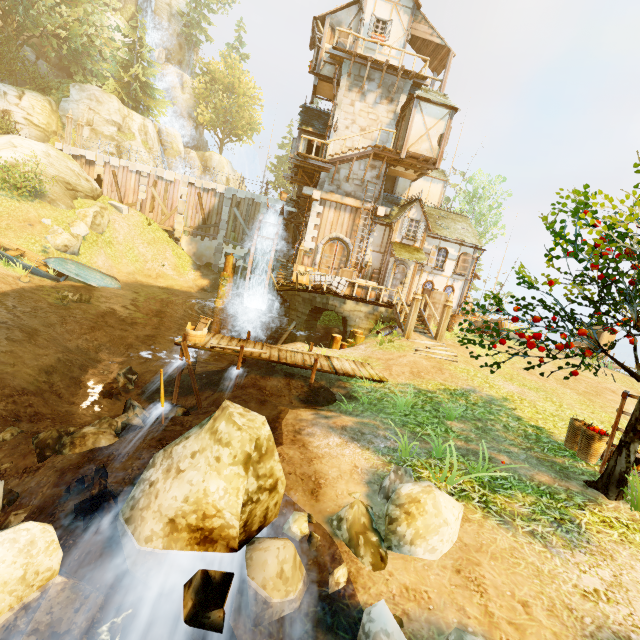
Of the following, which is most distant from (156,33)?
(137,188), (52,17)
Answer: (137,188)

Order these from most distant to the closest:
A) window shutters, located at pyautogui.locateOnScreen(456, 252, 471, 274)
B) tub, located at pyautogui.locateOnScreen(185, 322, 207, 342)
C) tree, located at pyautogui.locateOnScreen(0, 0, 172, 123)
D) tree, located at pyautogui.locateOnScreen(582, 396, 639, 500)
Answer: tree, located at pyautogui.locateOnScreen(0, 0, 172, 123) → window shutters, located at pyautogui.locateOnScreen(456, 252, 471, 274) → tub, located at pyautogui.locateOnScreen(185, 322, 207, 342) → tree, located at pyautogui.locateOnScreen(582, 396, 639, 500)

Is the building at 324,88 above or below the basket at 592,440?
above

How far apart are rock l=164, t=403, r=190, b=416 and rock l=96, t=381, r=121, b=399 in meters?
2.9

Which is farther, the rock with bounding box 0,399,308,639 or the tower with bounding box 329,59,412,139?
the tower with bounding box 329,59,412,139

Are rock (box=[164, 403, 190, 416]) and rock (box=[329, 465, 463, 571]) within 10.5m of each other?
yes

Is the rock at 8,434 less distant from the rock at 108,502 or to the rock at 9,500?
the rock at 9,500

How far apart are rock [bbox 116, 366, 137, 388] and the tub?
3.2m
